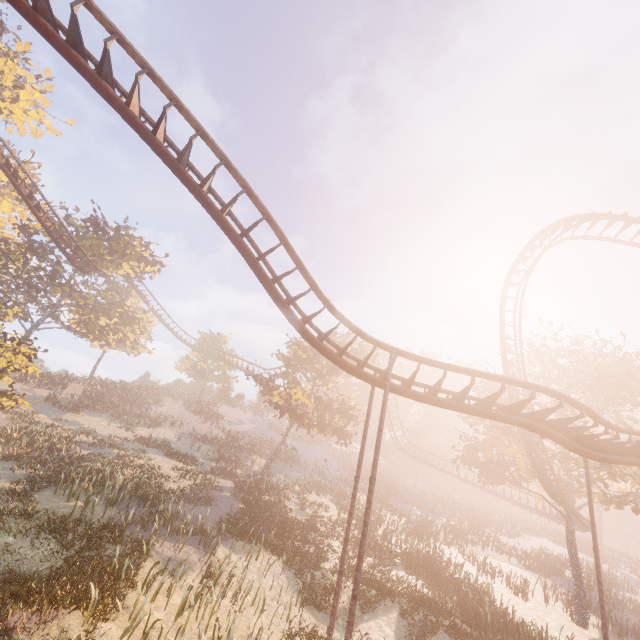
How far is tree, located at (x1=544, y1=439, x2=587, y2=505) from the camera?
20.9m

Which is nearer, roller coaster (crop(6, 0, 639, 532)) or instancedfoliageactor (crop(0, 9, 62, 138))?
roller coaster (crop(6, 0, 639, 532))

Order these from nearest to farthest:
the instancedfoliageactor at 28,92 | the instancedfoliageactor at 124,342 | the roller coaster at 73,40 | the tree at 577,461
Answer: the roller coaster at 73,40 → the instancedfoliageactor at 124,342 → the tree at 577,461 → the instancedfoliageactor at 28,92

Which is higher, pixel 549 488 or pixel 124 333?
pixel 124 333

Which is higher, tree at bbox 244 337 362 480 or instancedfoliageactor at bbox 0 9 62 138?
instancedfoliageactor at bbox 0 9 62 138

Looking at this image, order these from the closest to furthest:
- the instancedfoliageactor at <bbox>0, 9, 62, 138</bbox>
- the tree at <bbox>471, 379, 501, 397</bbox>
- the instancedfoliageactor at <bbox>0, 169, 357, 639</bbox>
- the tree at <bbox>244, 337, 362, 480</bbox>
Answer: the instancedfoliageactor at <bbox>0, 169, 357, 639</bbox> → the tree at <bbox>471, 379, 501, 397</bbox> → the tree at <bbox>244, 337, 362, 480</bbox> → the instancedfoliageactor at <bbox>0, 9, 62, 138</bbox>

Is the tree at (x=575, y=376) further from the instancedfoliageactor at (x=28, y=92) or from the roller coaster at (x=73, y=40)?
the instancedfoliageactor at (x=28, y=92)

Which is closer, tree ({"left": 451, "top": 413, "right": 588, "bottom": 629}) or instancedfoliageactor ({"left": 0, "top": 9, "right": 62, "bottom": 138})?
tree ({"left": 451, "top": 413, "right": 588, "bottom": 629})
